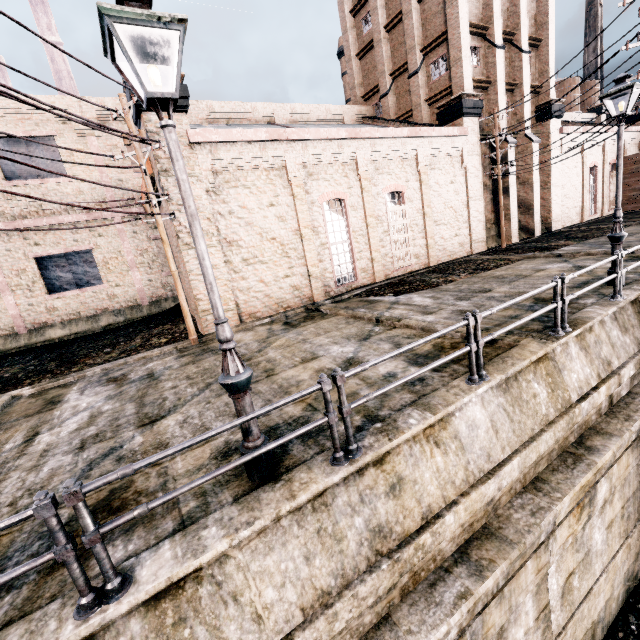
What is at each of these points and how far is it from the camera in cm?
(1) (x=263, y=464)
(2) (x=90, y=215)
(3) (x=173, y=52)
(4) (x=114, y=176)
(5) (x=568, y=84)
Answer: (1) street light, 449
(2) building, 1958
(3) street light, 376
(4) building, 2016
(5) water tower, 5841

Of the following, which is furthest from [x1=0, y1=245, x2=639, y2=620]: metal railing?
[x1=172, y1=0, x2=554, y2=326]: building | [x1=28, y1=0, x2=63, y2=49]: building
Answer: [x1=28, y1=0, x2=63, y2=49]: building

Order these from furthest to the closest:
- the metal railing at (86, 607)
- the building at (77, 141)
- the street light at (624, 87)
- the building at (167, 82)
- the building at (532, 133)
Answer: the building at (532, 133), the building at (77, 141), the building at (167, 82), the street light at (624, 87), the metal railing at (86, 607)

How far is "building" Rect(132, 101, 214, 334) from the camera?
12.5m

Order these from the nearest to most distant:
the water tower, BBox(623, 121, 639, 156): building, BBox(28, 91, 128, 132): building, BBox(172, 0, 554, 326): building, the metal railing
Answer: the metal railing, BBox(172, 0, 554, 326): building, BBox(28, 91, 128, 132): building, BBox(623, 121, 639, 156): building, the water tower

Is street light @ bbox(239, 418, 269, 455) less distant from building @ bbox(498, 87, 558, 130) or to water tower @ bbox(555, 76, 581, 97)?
building @ bbox(498, 87, 558, 130)

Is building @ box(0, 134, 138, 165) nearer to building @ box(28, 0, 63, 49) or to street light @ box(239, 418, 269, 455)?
street light @ box(239, 418, 269, 455)

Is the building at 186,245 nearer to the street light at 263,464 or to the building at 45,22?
the street light at 263,464
